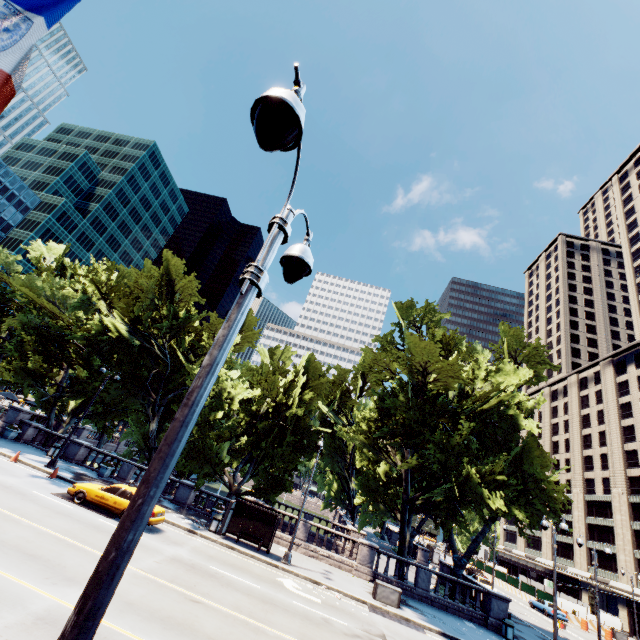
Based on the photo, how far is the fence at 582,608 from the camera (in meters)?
40.22

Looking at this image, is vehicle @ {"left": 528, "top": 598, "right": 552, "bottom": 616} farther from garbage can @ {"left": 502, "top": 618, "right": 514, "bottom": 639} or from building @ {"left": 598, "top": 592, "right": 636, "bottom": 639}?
garbage can @ {"left": 502, "top": 618, "right": 514, "bottom": 639}

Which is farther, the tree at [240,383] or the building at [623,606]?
the building at [623,606]

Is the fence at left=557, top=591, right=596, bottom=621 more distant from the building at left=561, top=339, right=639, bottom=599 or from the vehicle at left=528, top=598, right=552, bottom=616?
the building at left=561, top=339, right=639, bottom=599

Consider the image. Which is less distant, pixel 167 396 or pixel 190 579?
pixel 190 579

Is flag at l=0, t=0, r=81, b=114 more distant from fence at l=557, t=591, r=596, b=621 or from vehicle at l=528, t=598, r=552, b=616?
fence at l=557, t=591, r=596, b=621

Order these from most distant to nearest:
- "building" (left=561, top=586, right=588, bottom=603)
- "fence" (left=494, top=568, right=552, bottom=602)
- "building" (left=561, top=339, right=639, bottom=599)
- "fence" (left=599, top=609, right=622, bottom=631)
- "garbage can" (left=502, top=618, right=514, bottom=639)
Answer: "building" (left=561, top=586, right=588, bottom=603)
"building" (left=561, top=339, right=639, bottom=599)
"fence" (left=494, top=568, right=552, bottom=602)
"fence" (left=599, top=609, right=622, bottom=631)
"garbage can" (left=502, top=618, right=514, bottom=639)

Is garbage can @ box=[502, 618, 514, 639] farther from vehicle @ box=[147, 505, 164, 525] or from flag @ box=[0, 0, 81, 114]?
flag @ box=[0, 0, 81, 114]
